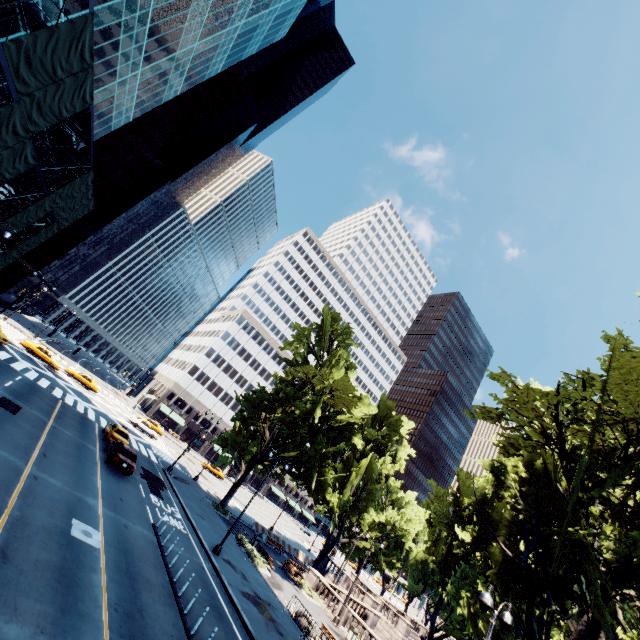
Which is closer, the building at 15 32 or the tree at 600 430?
the tree at 600 430

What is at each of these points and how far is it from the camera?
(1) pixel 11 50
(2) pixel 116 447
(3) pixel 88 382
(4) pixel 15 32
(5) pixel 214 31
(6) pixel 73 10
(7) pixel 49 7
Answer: (1) scaffolding, 12.4 meters
(2) vehicle, 24.1 meters
(3) vehicle, 46.3 meters
(4) building, 16.8 meters
(5) building, 30.8 meters
(6) building, 18.1 meters
(7) building, 17.0 meters

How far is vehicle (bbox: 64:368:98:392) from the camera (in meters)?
45.22

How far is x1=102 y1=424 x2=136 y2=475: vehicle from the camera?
22.55m

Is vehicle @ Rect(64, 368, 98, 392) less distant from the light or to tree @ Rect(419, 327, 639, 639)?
tree @ Rect(419, 327, 639, 639)

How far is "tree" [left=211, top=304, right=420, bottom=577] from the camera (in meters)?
32.50

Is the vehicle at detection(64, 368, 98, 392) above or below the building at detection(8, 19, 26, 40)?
below
